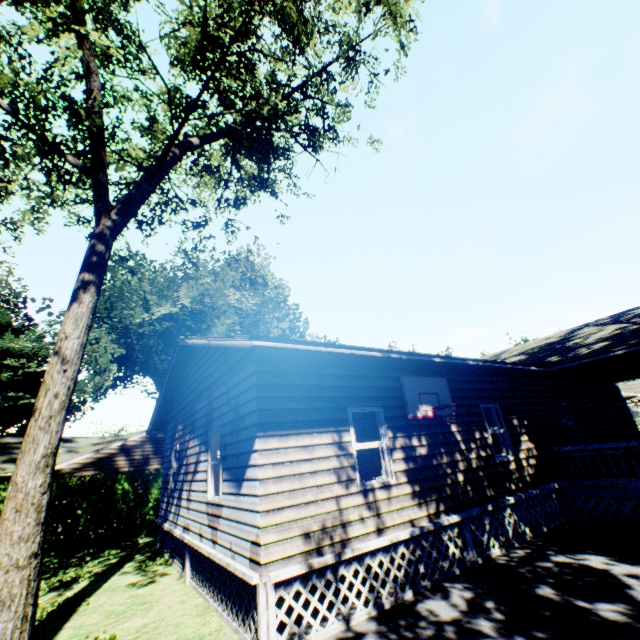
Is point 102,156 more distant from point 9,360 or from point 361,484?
point 9,360

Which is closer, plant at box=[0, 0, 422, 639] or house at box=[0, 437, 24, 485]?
plant at box=[0, 0, 422, 639]

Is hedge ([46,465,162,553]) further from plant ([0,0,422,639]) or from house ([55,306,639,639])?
house ([55,306,639,639])

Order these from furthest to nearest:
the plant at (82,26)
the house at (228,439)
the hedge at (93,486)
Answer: the hedge at (93,486)
the plant at (82,26)
the house at (228,439)

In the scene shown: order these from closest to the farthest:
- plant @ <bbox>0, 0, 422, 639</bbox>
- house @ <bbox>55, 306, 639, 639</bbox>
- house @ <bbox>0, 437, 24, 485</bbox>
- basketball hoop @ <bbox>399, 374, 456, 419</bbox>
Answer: house @ <bbox>55, 306, 639, 639</bbox>, plant @ <bbox>0, 0, 422, 639</bbox>, basketball hoop @ <bbox>399, 374, 456, 419</bbox>, house @ <bbox>0, 437, 24, 485</bbox>

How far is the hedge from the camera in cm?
1375

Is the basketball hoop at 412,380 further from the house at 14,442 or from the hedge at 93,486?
the house at 14,442

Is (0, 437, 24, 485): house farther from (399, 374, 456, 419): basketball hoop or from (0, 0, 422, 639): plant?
(399, 374, 456, 419): basketball hoop
